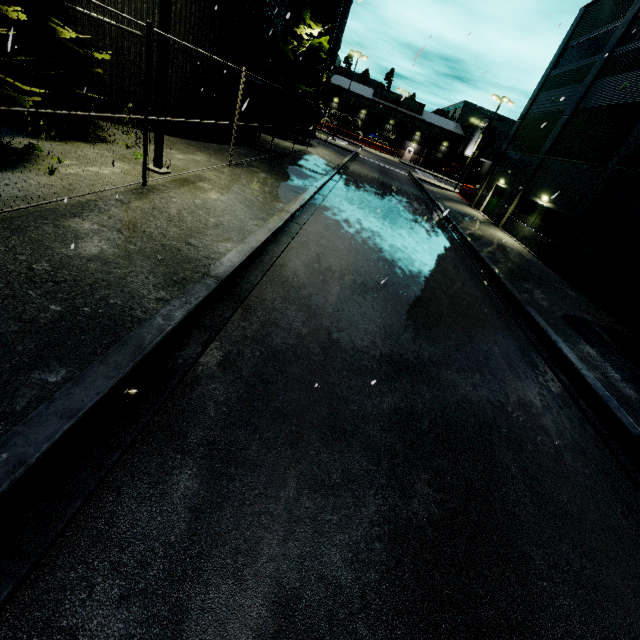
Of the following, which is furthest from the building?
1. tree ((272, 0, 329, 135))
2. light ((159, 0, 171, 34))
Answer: light ((159, 0, 171, 34))

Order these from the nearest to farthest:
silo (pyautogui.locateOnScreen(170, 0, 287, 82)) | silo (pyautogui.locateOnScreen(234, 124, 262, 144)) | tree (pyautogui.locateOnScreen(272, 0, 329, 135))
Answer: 1. silo (pyautogui.locateOnScreen(170, 0, 287, 82))
2. silo (pyautogui.locateOnScreen(234, 124, 262, 144))
3. tree (pyautogui.locateOnScreen(272, 0, 329, 135))

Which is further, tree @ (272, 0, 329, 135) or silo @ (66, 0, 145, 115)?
tree @ (272, 0, 329, 135)

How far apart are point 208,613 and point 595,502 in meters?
4.9 m

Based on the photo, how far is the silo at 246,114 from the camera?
15.47m

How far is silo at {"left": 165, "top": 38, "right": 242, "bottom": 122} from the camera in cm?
1221
